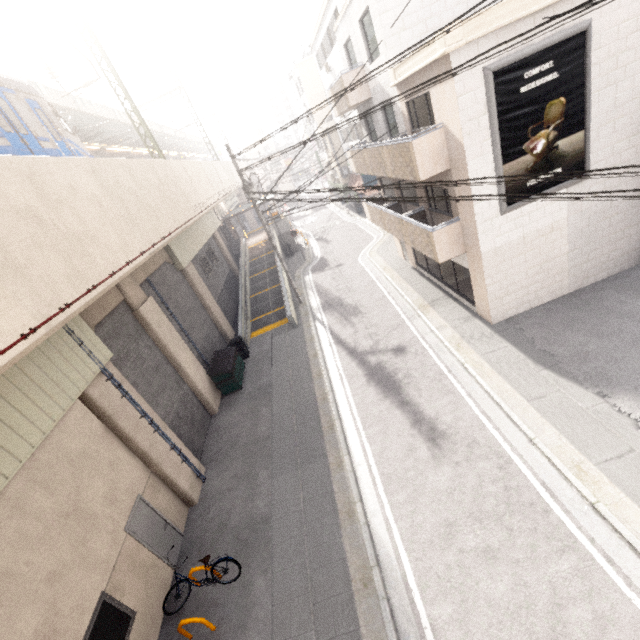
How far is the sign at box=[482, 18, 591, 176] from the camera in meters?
8.4 m

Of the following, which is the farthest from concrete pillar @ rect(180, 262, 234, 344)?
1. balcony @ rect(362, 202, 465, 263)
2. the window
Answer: the window

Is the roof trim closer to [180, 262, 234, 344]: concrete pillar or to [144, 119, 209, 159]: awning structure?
[180, 262, 234, 344]: concrete pillar

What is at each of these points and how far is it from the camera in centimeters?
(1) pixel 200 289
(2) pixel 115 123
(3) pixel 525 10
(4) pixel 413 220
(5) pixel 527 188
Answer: (1) concrete pillar, 1802cm
(2) awning structure, 2366cm
(3) roof trim, 788cm
(4) balcony, 1264cm
(5) sign, 991cm

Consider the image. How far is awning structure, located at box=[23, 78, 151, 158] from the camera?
15.96m

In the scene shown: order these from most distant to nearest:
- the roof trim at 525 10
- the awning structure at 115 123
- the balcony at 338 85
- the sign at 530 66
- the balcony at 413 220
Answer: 1. the awning structure at 115 123
2. the balcony at 338 85
3. the balcony at 413 220
4. the sign at 530 66
5. the roof trim at 525 10

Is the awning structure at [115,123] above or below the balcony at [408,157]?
above

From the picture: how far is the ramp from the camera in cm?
1891
